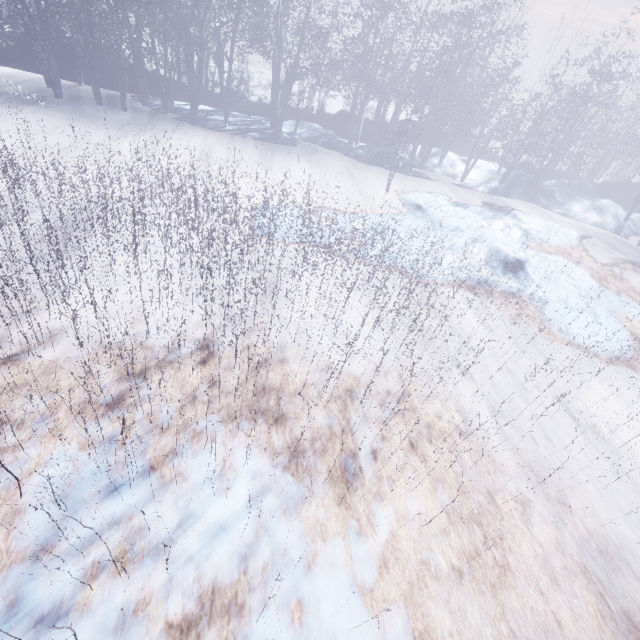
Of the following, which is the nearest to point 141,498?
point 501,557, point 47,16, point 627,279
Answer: point 501,557
